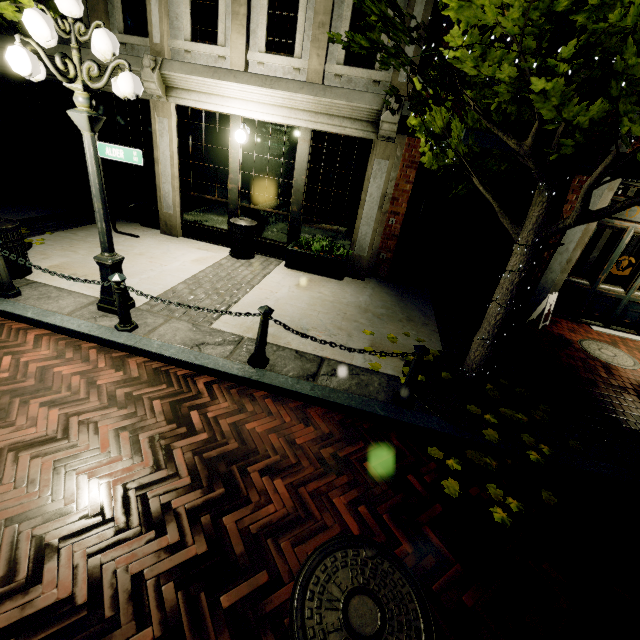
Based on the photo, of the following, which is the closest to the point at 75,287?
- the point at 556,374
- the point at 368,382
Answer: the point at 368,382

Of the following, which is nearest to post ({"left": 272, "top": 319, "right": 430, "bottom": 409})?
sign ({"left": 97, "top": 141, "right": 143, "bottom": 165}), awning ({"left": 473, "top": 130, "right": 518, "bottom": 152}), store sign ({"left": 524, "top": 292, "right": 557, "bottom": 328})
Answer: awning ({"left": 473, "top": 130, "right": 518, "bottom": 152})

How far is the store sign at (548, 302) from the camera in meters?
6.8

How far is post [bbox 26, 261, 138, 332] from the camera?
4.21m

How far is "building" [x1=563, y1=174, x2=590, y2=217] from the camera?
6.4m

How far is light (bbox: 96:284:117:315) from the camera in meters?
4.7 m

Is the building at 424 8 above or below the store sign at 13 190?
above

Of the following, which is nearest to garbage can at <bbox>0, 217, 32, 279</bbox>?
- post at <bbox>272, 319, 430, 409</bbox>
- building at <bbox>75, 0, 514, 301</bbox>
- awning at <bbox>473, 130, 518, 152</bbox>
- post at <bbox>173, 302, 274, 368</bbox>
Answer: building at <bbox>75, 0, 514, 301</bbox>
